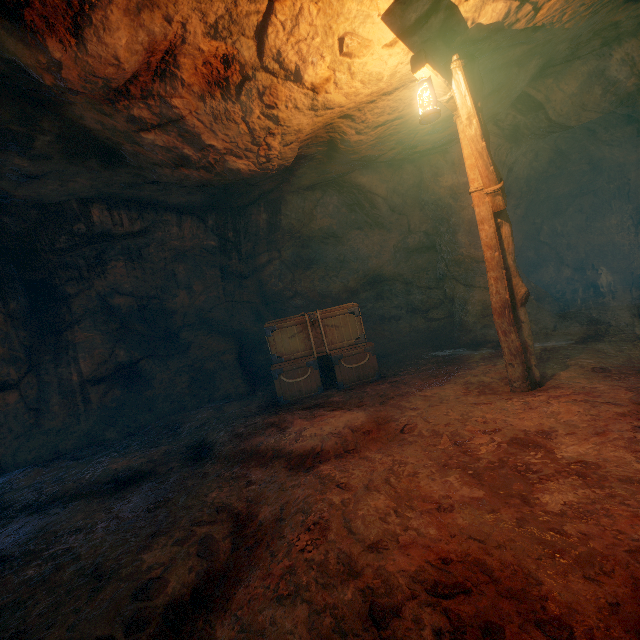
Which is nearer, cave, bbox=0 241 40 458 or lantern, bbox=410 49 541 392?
lantern, bbox=410 49 541 392

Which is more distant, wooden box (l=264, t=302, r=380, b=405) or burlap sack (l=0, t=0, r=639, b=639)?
wooden box (l=264, t=302, r=380, b=405)

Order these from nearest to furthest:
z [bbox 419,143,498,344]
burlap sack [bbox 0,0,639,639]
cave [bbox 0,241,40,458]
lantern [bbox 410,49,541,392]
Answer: burlap sack [bbox 0,0,639,639] < lantern [bbox 410,49,541,392] < cave [bbox 0,241,40,458] < z [bbox 419,143,498,344]

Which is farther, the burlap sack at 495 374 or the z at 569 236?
the z at 569 236

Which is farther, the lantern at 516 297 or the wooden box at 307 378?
the wooden box at 307 378

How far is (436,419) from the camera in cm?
411

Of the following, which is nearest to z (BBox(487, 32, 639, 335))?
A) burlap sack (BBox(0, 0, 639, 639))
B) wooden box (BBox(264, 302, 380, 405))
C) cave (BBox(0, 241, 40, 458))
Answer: burlap sack (BBox(0, 0, 639, 639))

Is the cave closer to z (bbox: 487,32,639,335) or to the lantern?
the lantern
